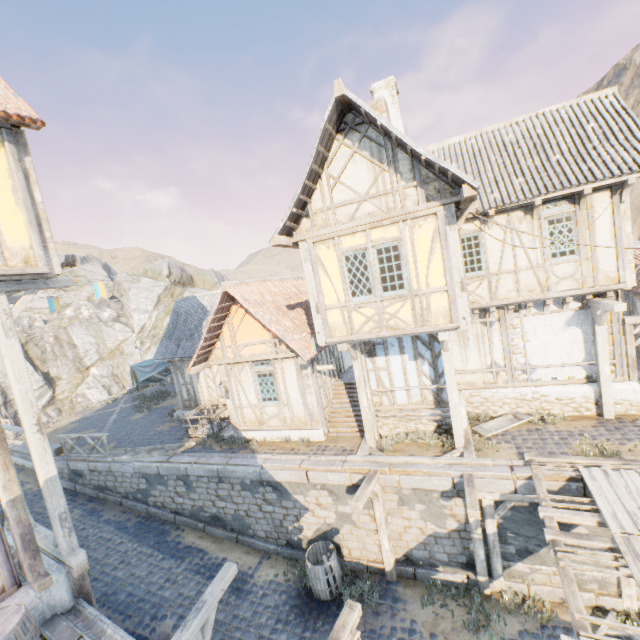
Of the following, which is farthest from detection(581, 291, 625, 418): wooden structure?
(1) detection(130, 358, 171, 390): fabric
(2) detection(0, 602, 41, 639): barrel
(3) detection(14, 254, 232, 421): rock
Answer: (1) detection(130, 358, 171, 390): fabric

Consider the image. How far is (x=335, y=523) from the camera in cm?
1017

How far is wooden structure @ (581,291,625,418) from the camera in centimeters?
905cm

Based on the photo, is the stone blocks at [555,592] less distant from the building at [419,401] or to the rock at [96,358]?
the rock at [96,358]

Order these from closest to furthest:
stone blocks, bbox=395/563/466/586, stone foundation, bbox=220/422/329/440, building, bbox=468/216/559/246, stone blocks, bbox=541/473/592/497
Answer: stone blocks, bbox=541/473/592/497, stone blocks, bbox=395/563/466/586, building, bbox=468/216/559/246, stone foundation, bbox=220/422/329/440

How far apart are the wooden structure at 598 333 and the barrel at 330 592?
9.2 meters

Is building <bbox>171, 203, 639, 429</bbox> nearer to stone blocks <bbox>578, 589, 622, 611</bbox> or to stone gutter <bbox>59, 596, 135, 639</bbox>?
stone blocks <bbox>578, 589, 622, 611</bbox>

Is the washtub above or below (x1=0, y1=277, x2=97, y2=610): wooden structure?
below
